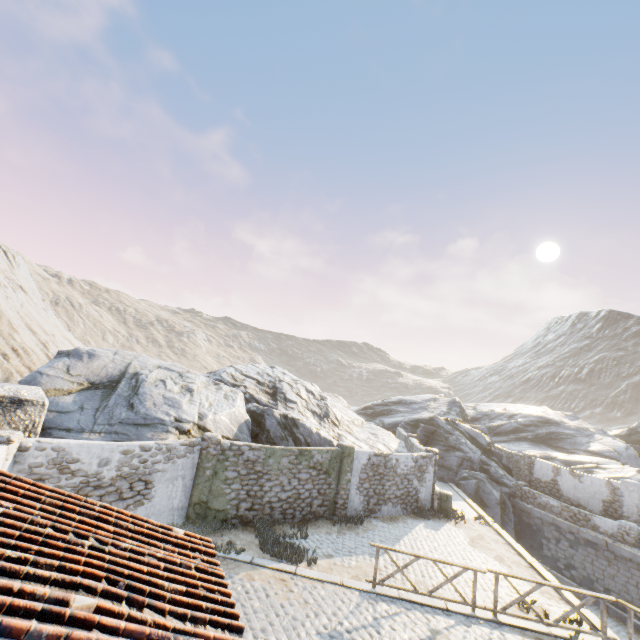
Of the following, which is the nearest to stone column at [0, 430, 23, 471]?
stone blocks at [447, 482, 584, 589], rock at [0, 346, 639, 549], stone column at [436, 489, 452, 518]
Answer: rock at [0, 346, 639, 549]

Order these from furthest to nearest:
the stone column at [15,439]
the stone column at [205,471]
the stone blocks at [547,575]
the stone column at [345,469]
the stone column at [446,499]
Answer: the stone column at [446,499] < the stone column at [345,469] < the stone blocks at [547,575] < the stone column at [205,471] < the stone column at [15,439]

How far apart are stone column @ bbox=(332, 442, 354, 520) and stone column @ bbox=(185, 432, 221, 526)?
5.5m

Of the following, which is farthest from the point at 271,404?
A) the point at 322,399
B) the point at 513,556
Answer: the point at 513,556

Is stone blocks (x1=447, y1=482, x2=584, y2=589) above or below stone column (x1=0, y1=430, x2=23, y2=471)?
below

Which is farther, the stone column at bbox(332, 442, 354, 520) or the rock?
the stone column at bbox(332, 442, 354, 520)

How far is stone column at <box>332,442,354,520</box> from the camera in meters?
14.4 m

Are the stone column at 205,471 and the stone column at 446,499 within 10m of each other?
no
